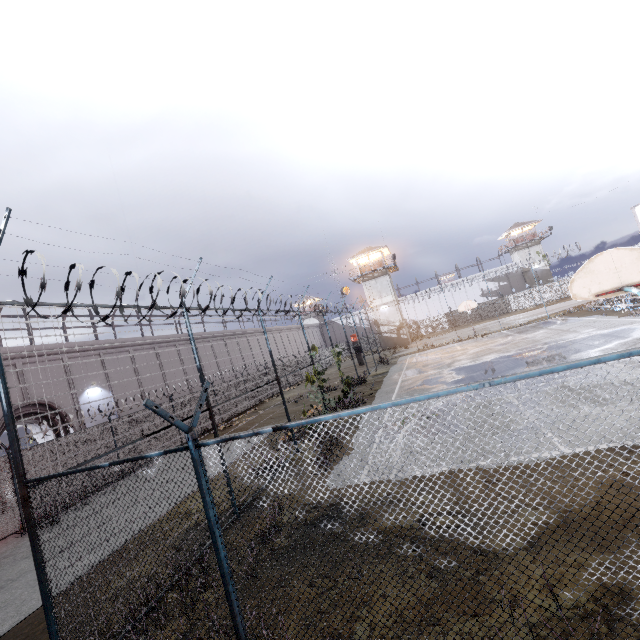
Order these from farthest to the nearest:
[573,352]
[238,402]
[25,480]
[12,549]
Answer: [238,402] < [573,352] < [12,549] < [25,480]

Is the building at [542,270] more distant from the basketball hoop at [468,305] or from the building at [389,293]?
the basketball hoop at [468,305]

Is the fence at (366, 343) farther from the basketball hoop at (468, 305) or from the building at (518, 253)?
the building at (518, 253)

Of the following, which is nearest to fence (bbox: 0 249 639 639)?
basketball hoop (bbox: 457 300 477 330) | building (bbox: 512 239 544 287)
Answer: basketball hoop (bbox: 457 300 477 330)

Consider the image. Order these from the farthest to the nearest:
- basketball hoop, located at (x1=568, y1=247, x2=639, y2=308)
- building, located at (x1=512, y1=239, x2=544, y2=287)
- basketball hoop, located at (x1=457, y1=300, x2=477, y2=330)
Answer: building, located at (x1=512, y1=239, x2=544, y2=287)
basketball hoop, located at (x1=457, y1=300, x2=477, y2=330)
basketball hoop, located at (x1=568, y1=247, x2=639, y2=308)

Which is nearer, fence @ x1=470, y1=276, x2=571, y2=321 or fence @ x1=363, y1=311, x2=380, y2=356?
fence @ x1=363, y1=311, x2=380, y2=356

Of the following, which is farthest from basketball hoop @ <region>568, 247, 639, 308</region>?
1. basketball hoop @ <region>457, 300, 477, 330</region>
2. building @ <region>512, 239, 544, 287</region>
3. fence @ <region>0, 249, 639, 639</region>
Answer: building @ <region>512, 239, 544, 287</region>

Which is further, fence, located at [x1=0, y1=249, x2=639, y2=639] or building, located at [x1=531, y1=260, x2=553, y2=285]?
building, located at [x1=531, y1=260, x2=553, y2=285]
